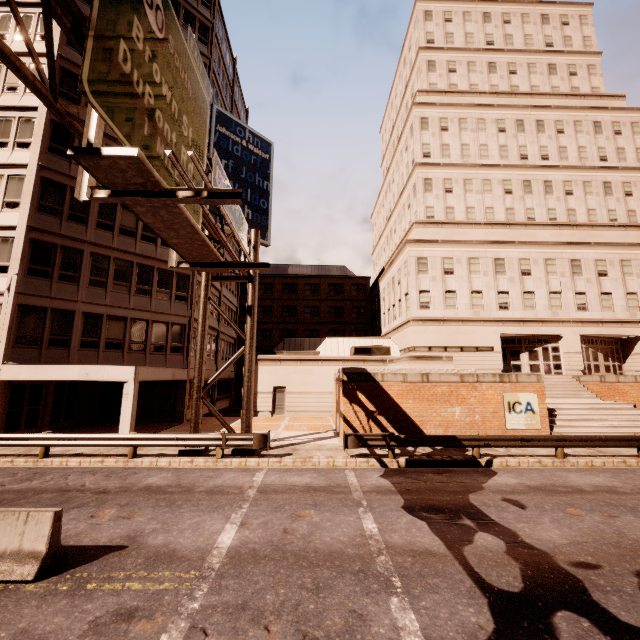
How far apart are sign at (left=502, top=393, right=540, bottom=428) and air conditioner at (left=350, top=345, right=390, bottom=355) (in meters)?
12.67

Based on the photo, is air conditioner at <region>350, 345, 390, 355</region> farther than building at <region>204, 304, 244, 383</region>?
Yes

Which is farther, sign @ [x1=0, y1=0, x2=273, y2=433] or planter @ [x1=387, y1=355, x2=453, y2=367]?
planter @ [x1=387, y1=355, x2=453, y2=367]

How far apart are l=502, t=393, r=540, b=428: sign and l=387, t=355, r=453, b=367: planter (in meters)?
2.55

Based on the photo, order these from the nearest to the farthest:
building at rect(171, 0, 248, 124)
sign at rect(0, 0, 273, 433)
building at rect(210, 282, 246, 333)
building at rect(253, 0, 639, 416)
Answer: sign at rect(0, 0, 273, 433)
building at rect(171, 0, 248, 124)
building at rect(253, 0, 639, 416)
building at rect(210, 282, 246, 333)

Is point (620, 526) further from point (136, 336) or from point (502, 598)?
point (136, 336)

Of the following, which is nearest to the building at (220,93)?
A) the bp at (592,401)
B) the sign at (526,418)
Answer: the sign at (526,418)

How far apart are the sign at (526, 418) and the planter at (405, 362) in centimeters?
255cm
